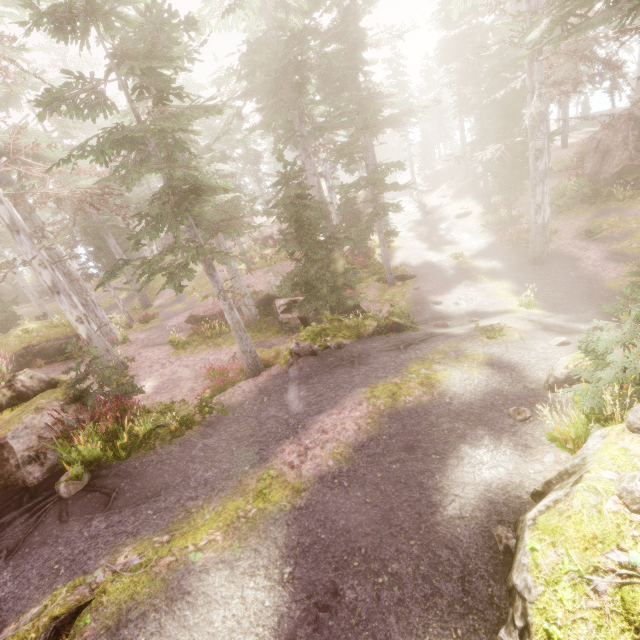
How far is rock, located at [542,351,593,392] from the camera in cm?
700

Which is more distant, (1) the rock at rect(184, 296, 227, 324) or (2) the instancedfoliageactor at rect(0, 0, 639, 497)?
(1) the rock at rect(184, 296, 227, 324)

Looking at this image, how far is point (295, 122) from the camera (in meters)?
22.20

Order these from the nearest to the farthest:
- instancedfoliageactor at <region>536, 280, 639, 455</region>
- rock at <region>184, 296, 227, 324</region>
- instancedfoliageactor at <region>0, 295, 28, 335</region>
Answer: instancedfoliageactor at <region>536, 280, 639, 455</region>, instancedfoliageactor at <region>0, 295, 28, 335</region>, rock at <region>184, 296, 227, 324</region>

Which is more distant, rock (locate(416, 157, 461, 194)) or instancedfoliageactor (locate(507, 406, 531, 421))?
rock (locate(416, 157, 461, 194))

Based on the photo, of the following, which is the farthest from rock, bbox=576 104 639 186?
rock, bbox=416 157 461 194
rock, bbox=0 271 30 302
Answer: rock, bbox=0 271 30 302

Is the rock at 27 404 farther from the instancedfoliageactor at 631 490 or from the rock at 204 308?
the rock at 204 308

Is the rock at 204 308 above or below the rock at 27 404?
below
